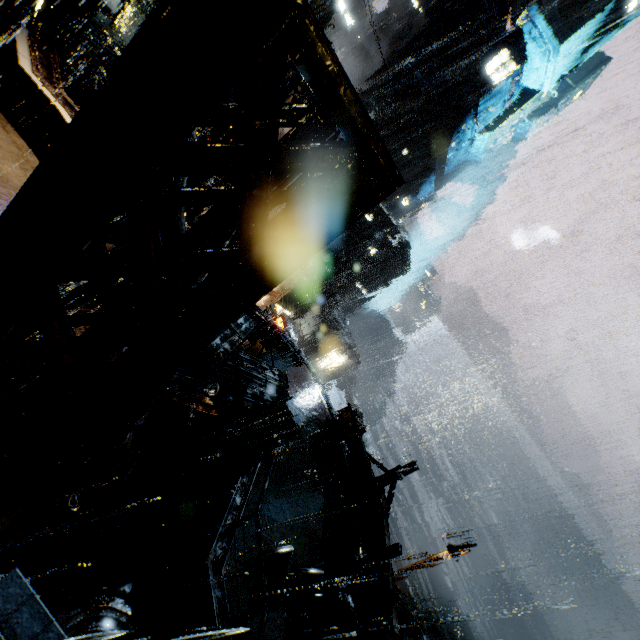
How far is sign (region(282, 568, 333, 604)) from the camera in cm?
862

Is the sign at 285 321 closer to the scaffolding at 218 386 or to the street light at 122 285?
the street light at 122 285

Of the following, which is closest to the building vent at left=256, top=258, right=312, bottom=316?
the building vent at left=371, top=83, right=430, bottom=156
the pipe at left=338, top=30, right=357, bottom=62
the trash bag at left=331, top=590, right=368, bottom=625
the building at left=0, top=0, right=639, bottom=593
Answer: the building at left=0, top=0, right=639, bottom=593

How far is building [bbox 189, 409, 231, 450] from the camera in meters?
14.8

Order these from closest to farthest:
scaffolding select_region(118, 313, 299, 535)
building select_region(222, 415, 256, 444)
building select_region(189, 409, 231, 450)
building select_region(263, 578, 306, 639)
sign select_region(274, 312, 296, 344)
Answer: scaffolding select_region(118, 313, 299, 535), building select_region(263, 578, 306, 639), building select_region(222, 415, 256, 444), building select_region(189, 409, 231, 450), sign select_region(274, 312, 296, 344)

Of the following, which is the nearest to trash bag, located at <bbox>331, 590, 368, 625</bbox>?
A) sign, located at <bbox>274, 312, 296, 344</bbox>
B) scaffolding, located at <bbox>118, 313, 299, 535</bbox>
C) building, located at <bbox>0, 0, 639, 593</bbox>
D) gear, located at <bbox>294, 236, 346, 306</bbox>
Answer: building, located at <bbox>0, 0, 639, 593</bbox>

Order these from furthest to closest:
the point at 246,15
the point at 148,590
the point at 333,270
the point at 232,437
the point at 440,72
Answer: the point at 440,72
the point at 333,270
the point at 232,437
the point at 148,590
the point at 246,15

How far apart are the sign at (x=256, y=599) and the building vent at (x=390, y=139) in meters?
55.6
